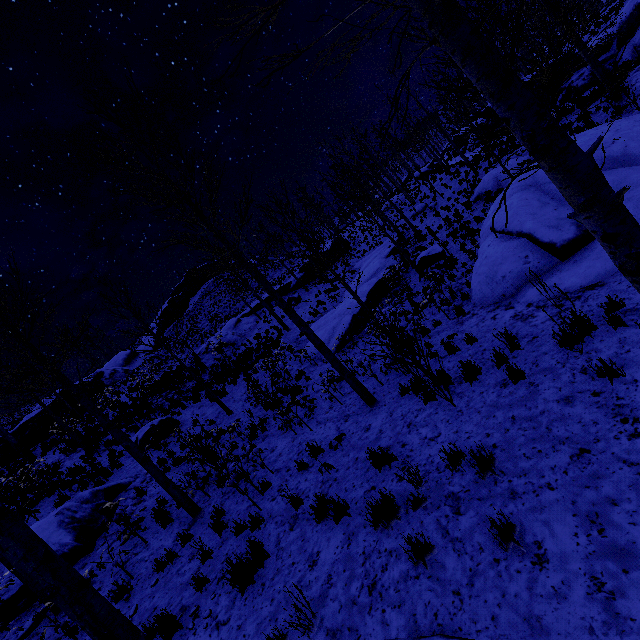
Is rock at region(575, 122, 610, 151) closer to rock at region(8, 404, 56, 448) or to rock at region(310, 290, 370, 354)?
rock at region(310, 290, 370, 354)

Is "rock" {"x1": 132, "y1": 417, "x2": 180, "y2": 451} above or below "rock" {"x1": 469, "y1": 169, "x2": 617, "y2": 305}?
above

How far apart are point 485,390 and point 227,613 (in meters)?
→ 5.52

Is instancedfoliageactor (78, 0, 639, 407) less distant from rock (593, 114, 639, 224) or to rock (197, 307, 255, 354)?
rock (593, 114, 639, 224)

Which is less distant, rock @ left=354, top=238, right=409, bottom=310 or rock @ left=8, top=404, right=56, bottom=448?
rock @ left=354, top=238, right=409, bottom=310

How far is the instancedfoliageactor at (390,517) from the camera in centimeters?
448cm

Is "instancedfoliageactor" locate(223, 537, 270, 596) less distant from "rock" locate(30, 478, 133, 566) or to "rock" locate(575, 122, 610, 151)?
"rock" locate(30, 478, 133, 566)

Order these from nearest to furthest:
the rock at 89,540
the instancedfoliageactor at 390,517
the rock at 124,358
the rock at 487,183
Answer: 1. the instancedfoliageactor at 390,517
2. the rock at 89,540
3. the rock at 487,183
4. the rock at 124,358
